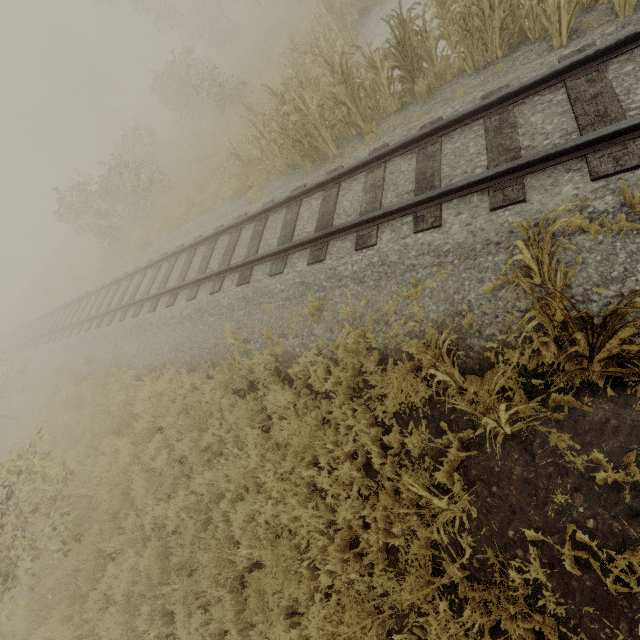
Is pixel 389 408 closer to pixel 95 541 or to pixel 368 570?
pixel 368 570

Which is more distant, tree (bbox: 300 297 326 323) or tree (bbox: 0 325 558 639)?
Result: tree (bbox: 300 297 326 323)

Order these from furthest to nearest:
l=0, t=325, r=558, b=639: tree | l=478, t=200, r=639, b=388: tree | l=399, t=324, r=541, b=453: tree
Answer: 1. l=0, t=325, r=558, b=639: tree
2. l=399, t=324, r=541, b=453: tree
3. l=478, t=200, r=639, b=388: tree

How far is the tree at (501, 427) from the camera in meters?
2.9

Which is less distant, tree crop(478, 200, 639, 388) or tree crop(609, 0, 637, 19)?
tree crop(478, 200, 639, 388)

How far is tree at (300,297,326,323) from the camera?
5.4 meters
